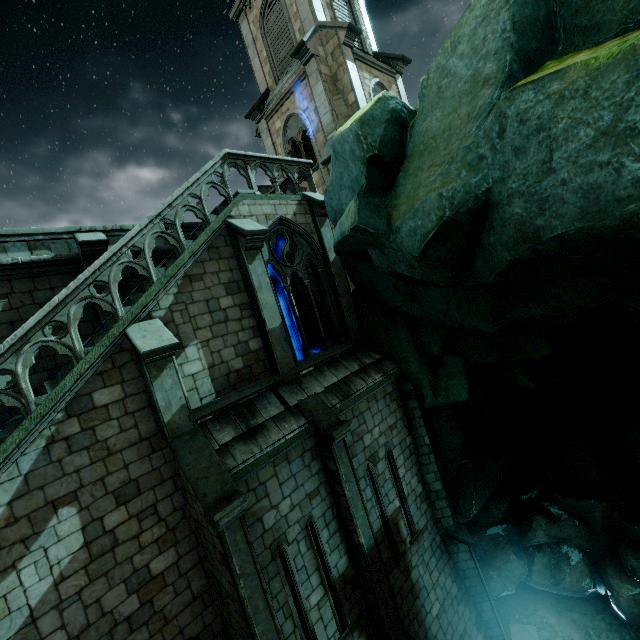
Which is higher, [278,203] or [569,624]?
[278,203]

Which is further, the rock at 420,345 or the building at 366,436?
the building at 366,436

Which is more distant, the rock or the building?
the building
